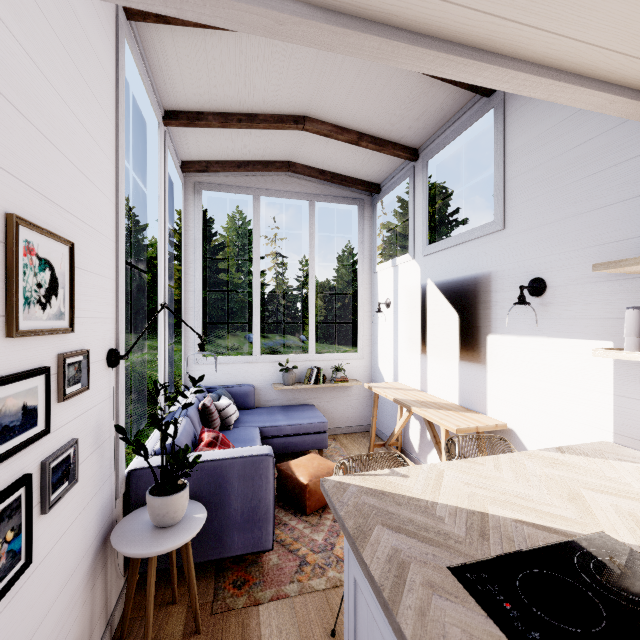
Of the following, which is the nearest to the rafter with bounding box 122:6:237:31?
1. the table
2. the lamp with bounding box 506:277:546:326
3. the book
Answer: the lamp with bounding box 506:277:546:326

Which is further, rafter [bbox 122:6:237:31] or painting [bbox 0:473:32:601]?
rafter [bbox 122:6:237:31]

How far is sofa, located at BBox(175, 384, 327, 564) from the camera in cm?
212

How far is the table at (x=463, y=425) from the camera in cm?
253

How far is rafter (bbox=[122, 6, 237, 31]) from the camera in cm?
200

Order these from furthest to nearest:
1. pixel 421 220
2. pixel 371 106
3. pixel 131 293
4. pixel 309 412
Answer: pixel 131 293 < pixel 309 412 < pixel 421 220 < pixel 371 106

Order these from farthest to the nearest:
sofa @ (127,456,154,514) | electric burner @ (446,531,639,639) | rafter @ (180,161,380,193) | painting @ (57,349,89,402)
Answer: rafter @ (180,161,380,193)
sofa @ (127,456,154,514)
painting @ (57,349,89,402)
electric burner @ (446,531,639,639)

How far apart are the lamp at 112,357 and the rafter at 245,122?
2.2m
